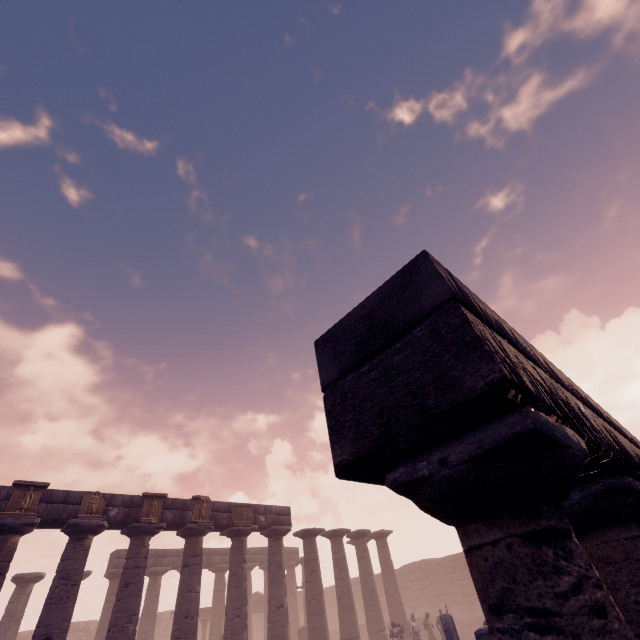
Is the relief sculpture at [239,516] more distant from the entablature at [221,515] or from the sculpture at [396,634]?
the sculpture at [396,634]

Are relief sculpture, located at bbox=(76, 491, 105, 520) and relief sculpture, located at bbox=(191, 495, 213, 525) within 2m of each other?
no

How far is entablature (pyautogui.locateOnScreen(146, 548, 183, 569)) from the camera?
21.08m

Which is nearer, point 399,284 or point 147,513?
point 399,284

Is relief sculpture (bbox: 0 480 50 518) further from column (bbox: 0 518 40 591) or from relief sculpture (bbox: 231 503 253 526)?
relief sculpture (bbox: 231 503 253 526)

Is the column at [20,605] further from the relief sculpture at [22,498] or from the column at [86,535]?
the relief sculpture at [22,498]

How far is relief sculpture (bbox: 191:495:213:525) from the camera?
14.7 meters

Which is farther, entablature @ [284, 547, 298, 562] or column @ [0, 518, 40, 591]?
entablature @ [284, 547, 298, 562]
